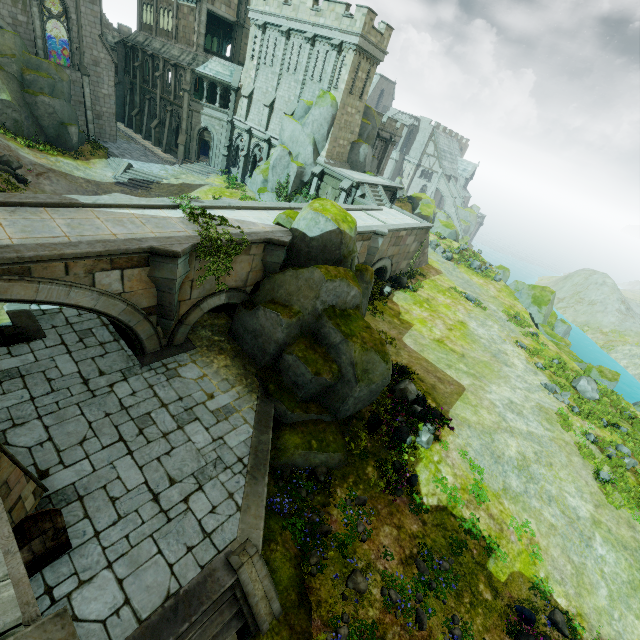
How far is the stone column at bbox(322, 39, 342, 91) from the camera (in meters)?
25.62

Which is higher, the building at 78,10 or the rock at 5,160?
the building at 78,10

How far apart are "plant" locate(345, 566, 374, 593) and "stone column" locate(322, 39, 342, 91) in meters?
32.4

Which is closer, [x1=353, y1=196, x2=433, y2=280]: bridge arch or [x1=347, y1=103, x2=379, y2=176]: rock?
[x1=353, y1=196, x2=433, y2=280]: bridge arch

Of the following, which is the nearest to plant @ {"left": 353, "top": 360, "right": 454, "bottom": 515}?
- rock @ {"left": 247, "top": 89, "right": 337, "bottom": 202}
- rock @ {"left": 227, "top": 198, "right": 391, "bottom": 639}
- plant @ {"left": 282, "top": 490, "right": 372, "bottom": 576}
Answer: rock @ {"left": 227, "top": 198, "right": 391, "bottom": 639}

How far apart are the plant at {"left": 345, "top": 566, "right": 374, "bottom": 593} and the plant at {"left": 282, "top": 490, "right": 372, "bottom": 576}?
0.59m

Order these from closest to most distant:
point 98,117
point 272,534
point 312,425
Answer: point 272,534 < point 312,425 < point 98,117

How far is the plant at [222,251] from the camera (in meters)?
12.05
